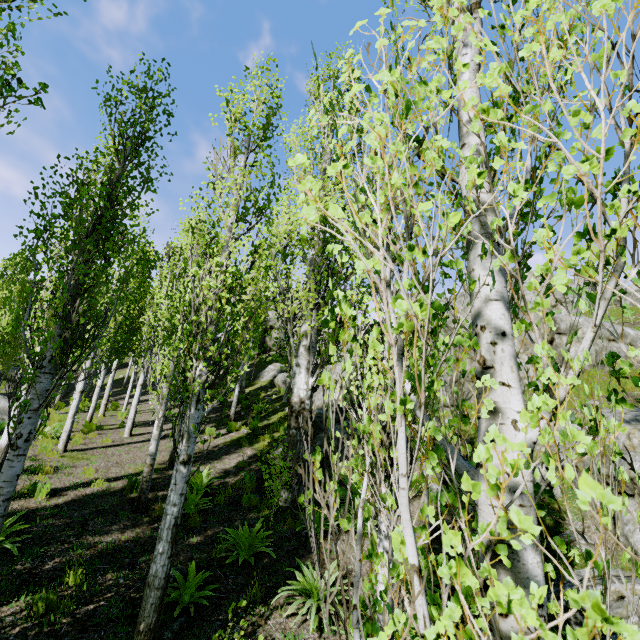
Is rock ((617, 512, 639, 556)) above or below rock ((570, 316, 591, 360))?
below

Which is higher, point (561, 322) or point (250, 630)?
point (561, 322)

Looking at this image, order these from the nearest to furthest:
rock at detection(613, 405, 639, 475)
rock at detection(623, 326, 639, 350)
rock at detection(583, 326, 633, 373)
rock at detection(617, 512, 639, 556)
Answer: rock at detection(617, 512, 639, 556), rock at detection(613, 405, 639, 475), rock at detection(583, 326, 633, 373), rock at detection(623, 326, 639, 350)

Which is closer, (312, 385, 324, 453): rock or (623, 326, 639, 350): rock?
(312, 385, 324, 453): rock

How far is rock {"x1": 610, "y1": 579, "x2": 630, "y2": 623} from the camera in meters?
4.5

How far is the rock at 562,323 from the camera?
13.97m
